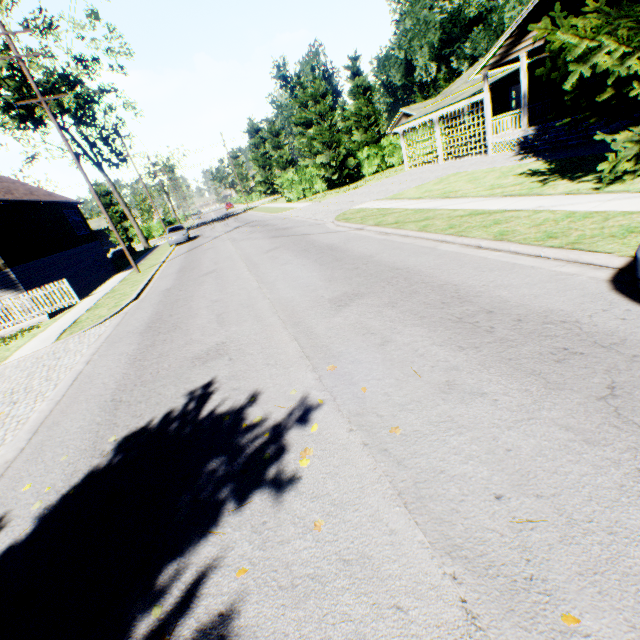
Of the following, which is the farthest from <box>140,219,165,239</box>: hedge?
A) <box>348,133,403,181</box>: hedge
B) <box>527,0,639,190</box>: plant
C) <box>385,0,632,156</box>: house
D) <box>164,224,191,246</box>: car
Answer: <box>527,0,639,190</box>: plant

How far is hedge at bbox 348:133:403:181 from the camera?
35.28m

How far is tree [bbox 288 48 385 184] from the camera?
30.44m

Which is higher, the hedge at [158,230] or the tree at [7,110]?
the tree at [7,110]

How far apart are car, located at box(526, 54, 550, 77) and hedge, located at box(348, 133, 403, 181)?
17.37m

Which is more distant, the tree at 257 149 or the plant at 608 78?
the tree at 257 149

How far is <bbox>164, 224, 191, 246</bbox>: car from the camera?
28.3m

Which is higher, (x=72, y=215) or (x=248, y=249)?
(x=72, y=215)
